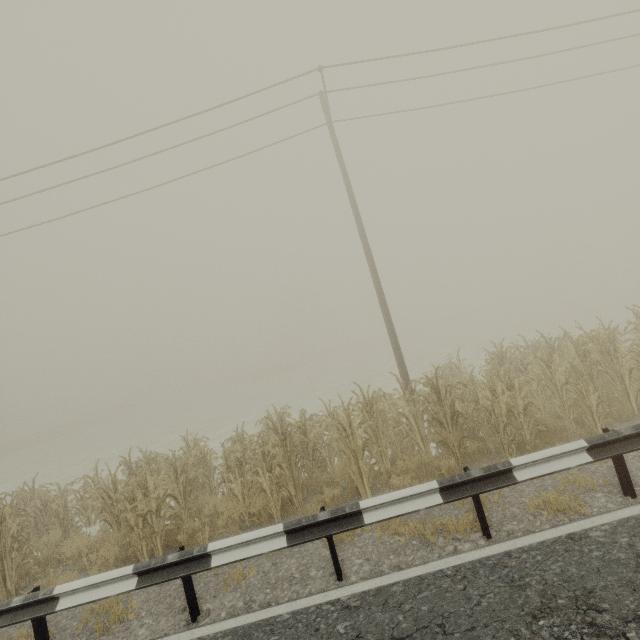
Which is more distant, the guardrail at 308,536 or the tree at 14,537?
the tree at 14,537

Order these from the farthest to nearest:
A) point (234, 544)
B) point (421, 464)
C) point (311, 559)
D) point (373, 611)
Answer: point (421, 464), point (311, 559), point (234, 544), point (373, 611)

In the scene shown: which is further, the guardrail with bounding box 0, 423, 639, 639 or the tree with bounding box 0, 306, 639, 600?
the tree with bounding box 0, 306, 639, 600
